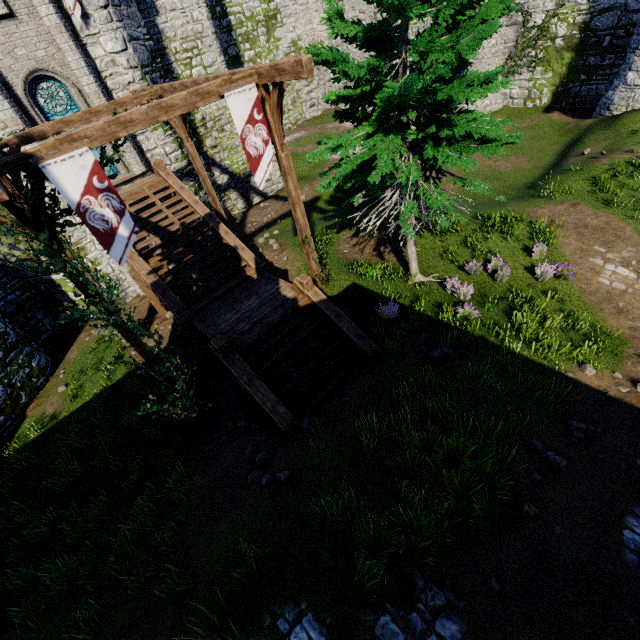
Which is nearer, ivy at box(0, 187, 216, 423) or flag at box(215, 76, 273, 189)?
ivy at box(0, 187, 216, 423)

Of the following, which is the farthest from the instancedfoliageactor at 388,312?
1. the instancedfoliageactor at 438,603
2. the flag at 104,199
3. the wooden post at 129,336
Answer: the instancedfoliageactor at 438,603

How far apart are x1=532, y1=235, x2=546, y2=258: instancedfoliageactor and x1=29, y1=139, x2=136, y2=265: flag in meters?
11.8

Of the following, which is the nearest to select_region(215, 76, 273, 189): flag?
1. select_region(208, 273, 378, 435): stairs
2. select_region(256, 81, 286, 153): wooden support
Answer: select_region(256, 81, 286, 153): wooden support

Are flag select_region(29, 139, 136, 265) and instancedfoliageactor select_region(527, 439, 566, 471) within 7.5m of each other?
no

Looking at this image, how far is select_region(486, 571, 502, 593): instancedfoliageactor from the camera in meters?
4.2 m

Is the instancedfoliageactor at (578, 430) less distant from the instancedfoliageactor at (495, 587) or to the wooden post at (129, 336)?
the instancedfoliageactor at (495, 587)

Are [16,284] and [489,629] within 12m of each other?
no
